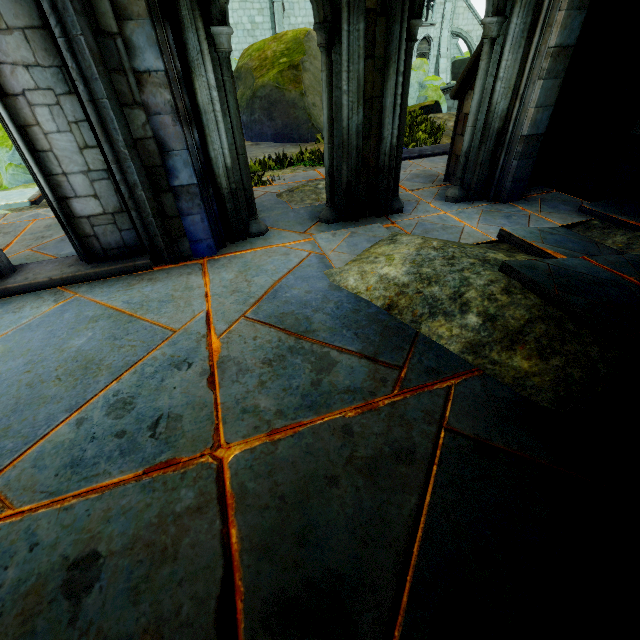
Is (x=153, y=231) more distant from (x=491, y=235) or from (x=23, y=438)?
(x=491, y=235)

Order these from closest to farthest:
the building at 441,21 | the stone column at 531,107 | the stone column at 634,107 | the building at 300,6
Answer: the stone column at 531,107 → the stone column at 634,107 → the building at 300,6 → the building at 441,21

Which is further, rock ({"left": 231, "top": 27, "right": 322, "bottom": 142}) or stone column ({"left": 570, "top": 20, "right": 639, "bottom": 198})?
rock ({"left": 231, "top": 27, "right": 322, "bottom": 142})

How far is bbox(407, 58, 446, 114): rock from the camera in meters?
12.7 m

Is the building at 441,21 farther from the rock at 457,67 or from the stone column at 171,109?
the stone column at 171,109

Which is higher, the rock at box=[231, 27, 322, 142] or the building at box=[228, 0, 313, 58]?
the building at box=[228, 0, 313, 58]

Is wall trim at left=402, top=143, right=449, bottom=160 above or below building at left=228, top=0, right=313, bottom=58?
below

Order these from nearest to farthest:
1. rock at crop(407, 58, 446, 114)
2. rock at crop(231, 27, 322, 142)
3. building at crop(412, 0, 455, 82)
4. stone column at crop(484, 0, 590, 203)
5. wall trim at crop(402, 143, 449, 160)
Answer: stone column at crop(484, 0, 590, 203) → wall trim at crop(402, 143, 449, 160) → rock at crop(231, 27, 322, 142) → rock at crop(407, 58, 446, 114) → building at crop(412, 0, 455, 82)
